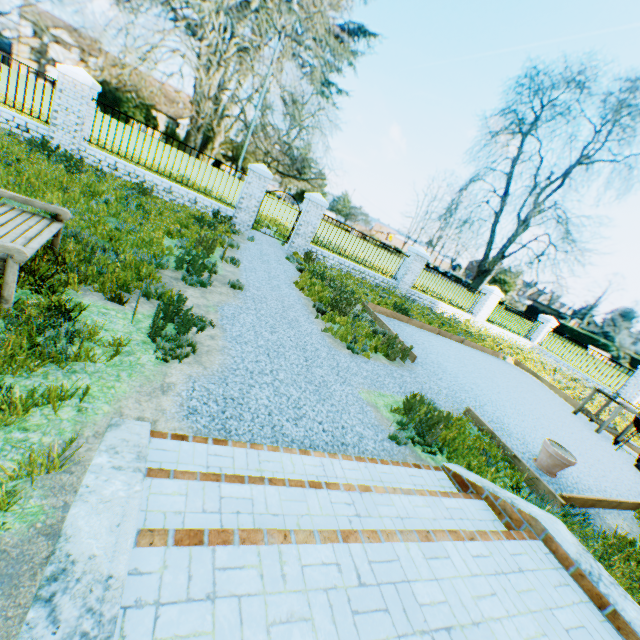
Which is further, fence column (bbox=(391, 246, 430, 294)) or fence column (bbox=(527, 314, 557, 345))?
fence column (bbox=(527, 314, 557, 345))

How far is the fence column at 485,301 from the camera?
17.27m

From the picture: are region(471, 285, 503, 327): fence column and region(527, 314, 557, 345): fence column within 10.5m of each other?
yes

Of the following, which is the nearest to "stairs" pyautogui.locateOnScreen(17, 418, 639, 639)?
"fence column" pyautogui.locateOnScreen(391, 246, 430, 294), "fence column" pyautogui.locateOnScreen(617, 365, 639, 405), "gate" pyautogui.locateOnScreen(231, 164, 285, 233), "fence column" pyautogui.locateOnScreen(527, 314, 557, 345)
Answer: "gate" pyautogui.locateOnScreen(231, 164, 285, 233)

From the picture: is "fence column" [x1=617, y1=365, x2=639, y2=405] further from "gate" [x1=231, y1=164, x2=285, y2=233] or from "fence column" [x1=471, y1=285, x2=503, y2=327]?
"gate" [x1=231, y1=164, x2=285, y2=233]

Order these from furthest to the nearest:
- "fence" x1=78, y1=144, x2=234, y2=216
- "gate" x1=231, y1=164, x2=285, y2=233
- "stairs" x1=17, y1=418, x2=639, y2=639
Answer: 1. "gate" x1=231, y1=164, x2=285, y2=233
2. "fence" x1=78, y1=144, x2=234, y2=216
3. "stairs" x1=17, y1=418, x2=639, y2=639

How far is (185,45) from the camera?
49.25m

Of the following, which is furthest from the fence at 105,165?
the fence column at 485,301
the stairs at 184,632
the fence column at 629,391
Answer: the fence column at 629,391
